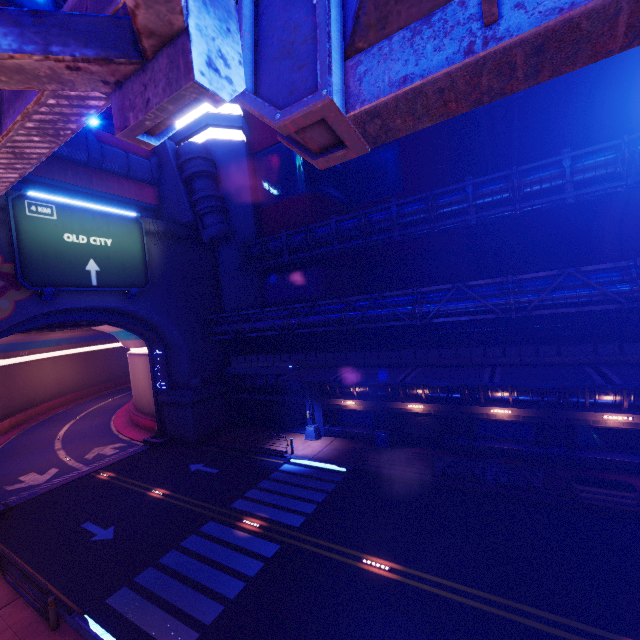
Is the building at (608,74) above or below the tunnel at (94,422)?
above

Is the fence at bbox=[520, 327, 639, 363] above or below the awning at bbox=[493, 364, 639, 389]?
above

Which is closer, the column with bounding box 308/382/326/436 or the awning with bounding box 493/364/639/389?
the awning with bounding box 493/364/639/389

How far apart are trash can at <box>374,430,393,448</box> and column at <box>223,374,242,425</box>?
13.80m

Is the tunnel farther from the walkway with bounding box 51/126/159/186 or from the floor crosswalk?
the floor crosswalk

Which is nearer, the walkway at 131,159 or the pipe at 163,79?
the pipe at 163,79

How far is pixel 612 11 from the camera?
0.9m

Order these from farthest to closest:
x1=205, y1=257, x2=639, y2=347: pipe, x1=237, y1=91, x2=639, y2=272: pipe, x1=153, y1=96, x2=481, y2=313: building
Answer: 1. x1=153, y1=96, x2=481, y2=313: building
2. x1=237, y1=91, x2=639, y2=272: pipe
3. x1=205, y1=257, x2=639, y2=347: pipe
